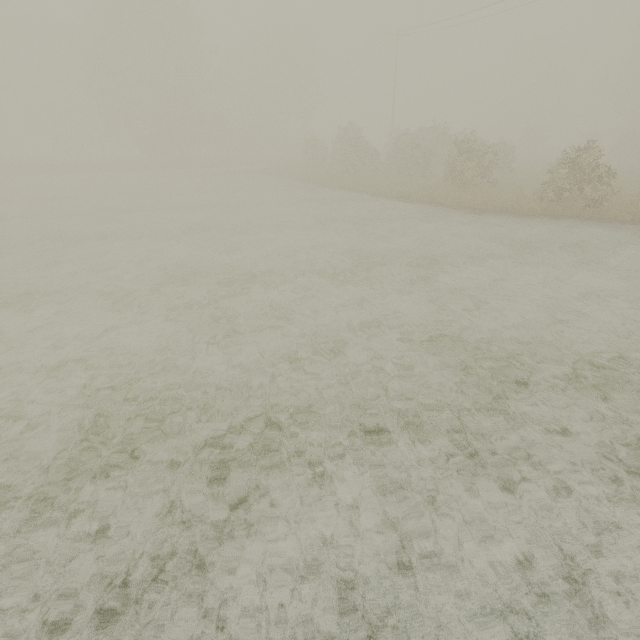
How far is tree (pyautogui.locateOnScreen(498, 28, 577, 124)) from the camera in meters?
54.9 m

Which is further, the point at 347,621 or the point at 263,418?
the point at 263,418

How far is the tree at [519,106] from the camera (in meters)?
54.88
